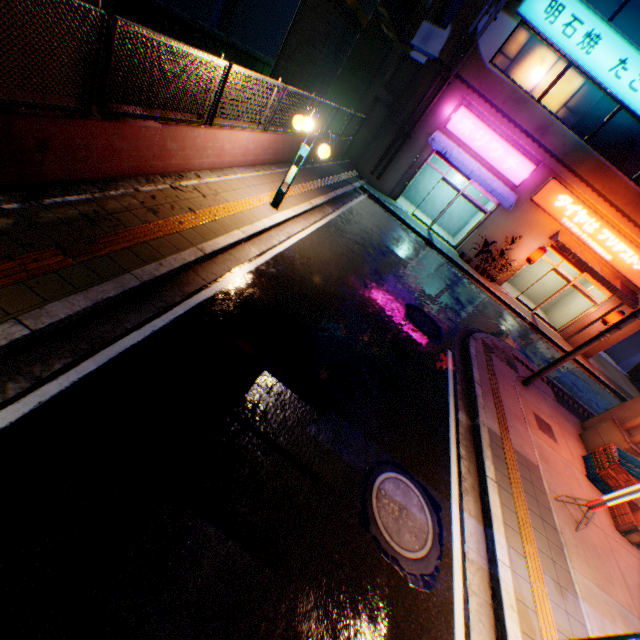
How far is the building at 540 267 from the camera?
19.48m

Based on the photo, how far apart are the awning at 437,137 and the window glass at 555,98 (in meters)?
3.01

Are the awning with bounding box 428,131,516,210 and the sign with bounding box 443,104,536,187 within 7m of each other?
yes

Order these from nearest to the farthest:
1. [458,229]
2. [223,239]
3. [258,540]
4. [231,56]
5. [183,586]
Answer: [183,586] < [258,540] < [223,239] < [458,229] < [231,56]

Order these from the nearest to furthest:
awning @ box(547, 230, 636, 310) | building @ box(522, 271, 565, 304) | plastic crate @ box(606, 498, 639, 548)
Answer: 1. plastic crate @ box(606, 498, 639, 548)
2. awning @ box(547, 230, 636, 310)
3. building @ box(522, 271, 565, 304)

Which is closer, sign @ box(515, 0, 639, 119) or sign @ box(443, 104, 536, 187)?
sign @ box(515, 0, 639, 119)

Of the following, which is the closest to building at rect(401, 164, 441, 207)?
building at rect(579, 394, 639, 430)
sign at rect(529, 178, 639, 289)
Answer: sign at rect(529, 178, 639, 289)

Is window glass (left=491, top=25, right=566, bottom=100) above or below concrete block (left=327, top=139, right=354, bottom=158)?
above
